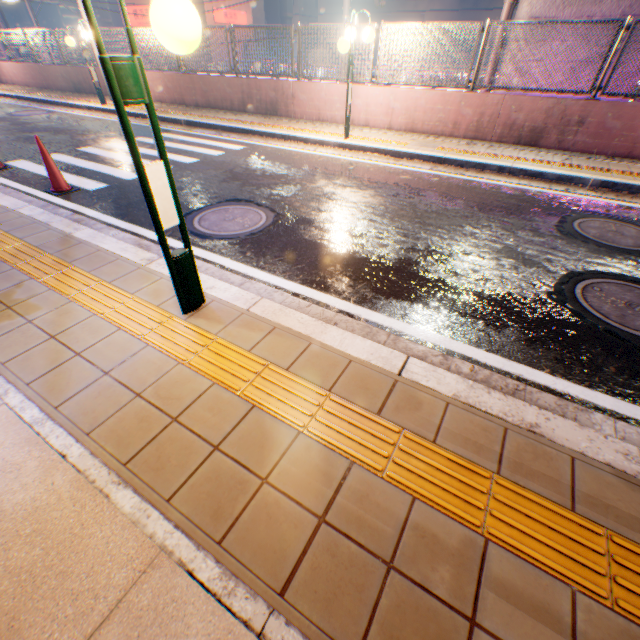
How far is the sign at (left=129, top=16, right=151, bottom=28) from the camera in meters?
32.2 m

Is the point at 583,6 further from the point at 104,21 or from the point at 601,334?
the point at 104,21

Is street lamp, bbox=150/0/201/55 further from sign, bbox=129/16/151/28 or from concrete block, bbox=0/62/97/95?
sign, bbox=129/16/151/28

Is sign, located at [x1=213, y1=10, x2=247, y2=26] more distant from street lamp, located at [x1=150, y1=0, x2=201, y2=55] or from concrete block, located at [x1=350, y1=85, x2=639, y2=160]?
street lamp, located at [x1=150, y1=0, x2=201, y2=55]

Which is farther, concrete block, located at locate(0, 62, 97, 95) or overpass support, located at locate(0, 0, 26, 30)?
overpass support, located at locate(0, 0, 26, 30)

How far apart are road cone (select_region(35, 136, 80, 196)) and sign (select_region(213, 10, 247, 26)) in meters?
35.2 m

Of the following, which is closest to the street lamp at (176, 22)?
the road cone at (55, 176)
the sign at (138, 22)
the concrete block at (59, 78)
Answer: the road cone at (55, 176)

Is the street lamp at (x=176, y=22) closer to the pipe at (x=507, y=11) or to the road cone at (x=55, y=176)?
the road cone at (x=55, y=176)
